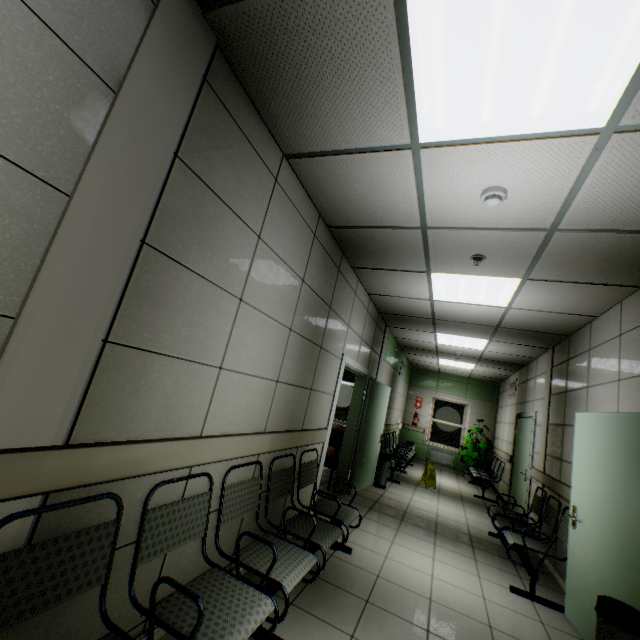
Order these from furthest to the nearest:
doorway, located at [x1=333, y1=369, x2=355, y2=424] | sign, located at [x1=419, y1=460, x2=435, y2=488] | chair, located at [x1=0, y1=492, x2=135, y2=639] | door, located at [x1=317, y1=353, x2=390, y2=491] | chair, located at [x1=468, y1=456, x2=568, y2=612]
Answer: doorway, located at [x1=333, y1=369, x2=355, y2=424], sign, located at [x1=419, y1=460, x2=435, y2=488], door, located at [x1=317, y1=353, x2=390, y2=491], chair, located at [x1=468, y1=456, x2=568, y2=612], chair, located at [x1=0, y1=492, x2=135, y2=639]

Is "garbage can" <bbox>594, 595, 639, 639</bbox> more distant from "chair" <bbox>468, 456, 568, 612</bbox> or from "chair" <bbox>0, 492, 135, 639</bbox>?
"chair" <bbox>0, 492, 135, 639</bbox>

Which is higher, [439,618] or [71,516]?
[71,516]

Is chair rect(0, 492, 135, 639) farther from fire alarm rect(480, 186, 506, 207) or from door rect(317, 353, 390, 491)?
fire alarm rect(480, 186, 506, 207)

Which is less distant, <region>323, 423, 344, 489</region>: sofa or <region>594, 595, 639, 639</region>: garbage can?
<region>594, 595, 639, 639</region>: garbage can

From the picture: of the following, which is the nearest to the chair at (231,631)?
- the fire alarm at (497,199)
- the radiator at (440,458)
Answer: the fire alarm at (497,199)

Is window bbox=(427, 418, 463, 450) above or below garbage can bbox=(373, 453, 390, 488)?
above

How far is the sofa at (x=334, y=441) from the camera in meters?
5.7 m
